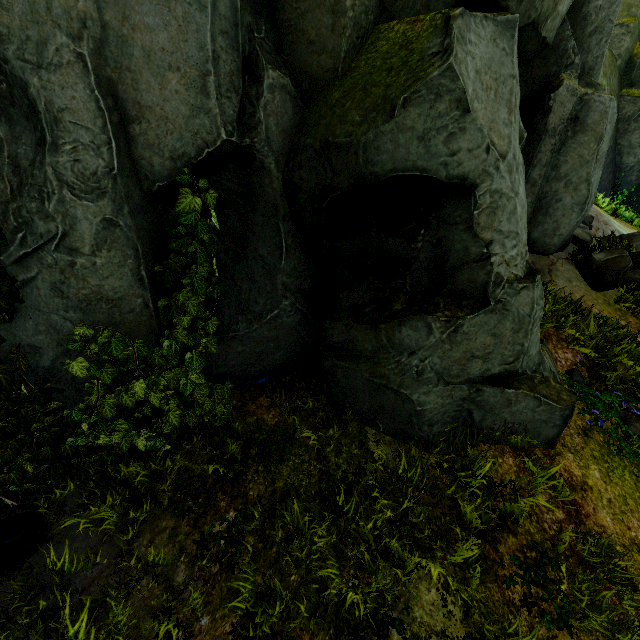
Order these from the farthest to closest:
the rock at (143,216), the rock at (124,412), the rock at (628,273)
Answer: the rock at (628,273) < the rock at (124,412) < the rock at (143,216)

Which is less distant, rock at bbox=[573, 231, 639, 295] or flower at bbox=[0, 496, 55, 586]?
flower at bbox=[0, 496, 55, 586]

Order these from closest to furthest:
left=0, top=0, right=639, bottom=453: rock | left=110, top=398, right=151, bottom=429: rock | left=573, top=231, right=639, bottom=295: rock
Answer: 1. left=0, top=0, right=639, bottom=453: rock
2. left=110, top=398, right=151, bottom=429: rock
3. left=573, top=231, right=639, bottom=295: rock

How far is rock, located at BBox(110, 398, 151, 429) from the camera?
3.9 meters

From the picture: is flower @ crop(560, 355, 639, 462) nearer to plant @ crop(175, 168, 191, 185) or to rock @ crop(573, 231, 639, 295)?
rock @ crop(573, 231, 639, 295)

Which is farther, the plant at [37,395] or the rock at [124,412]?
the rock at [124,412]

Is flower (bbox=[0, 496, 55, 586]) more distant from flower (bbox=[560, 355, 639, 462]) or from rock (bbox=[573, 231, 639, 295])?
flower (bbox=[560, 355, 639, 462])

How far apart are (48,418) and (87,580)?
1.68m
